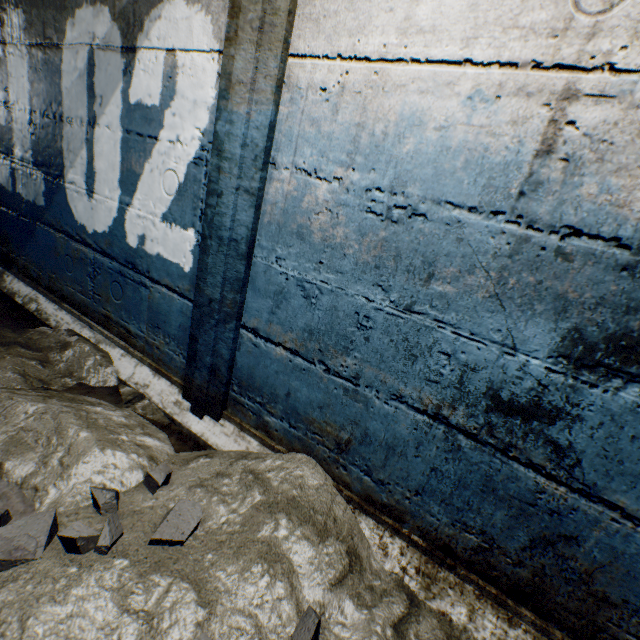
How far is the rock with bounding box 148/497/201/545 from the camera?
1.0m

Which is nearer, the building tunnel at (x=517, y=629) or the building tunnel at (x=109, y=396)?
the building tunnel at (x=517, y=629)

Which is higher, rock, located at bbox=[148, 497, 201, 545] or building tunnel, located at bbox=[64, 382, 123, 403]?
rock, located at bbox=[148, 497, 201, 545]

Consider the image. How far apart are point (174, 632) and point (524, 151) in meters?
1.5 m

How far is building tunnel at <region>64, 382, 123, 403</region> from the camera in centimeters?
163cm

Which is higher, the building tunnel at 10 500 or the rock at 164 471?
the rock at 164 471
